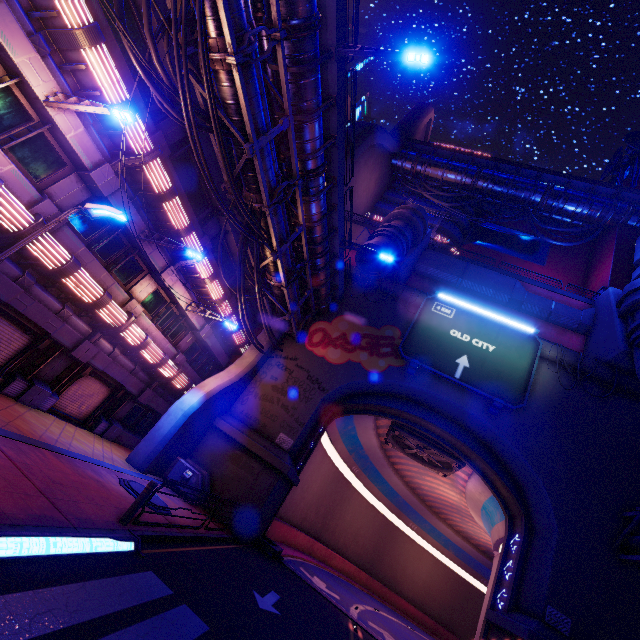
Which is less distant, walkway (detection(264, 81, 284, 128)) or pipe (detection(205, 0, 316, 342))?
pipe (detection(205, 0, 316, 342))

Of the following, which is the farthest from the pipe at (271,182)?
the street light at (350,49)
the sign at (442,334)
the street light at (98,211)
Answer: the sign at (442,334)

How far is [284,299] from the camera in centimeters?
1889cm

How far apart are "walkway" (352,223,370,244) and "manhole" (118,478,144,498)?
23.7 meters

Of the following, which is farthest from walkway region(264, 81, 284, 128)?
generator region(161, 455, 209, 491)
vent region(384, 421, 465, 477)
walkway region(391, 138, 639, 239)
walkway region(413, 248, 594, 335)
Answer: walkway region(391, 138, 639, 239)

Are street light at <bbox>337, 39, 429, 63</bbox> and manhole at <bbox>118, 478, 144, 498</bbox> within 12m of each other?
no

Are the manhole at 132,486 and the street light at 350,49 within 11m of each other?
no

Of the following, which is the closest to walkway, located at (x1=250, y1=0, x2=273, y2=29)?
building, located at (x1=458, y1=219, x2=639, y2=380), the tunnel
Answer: the tunnel
